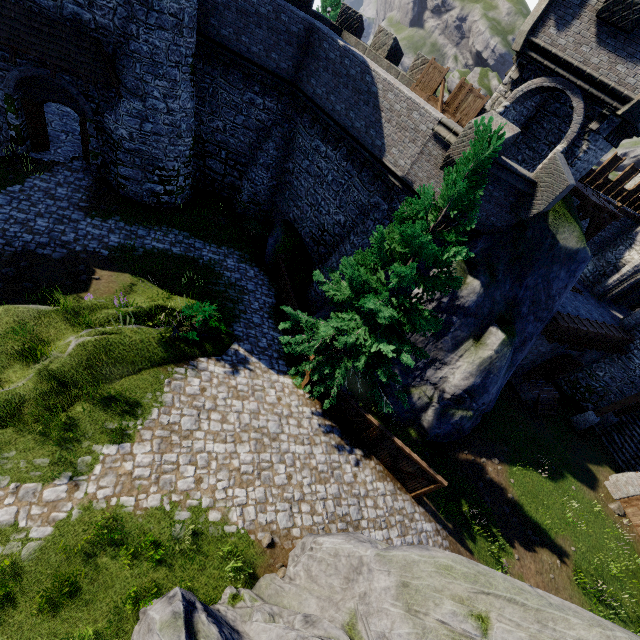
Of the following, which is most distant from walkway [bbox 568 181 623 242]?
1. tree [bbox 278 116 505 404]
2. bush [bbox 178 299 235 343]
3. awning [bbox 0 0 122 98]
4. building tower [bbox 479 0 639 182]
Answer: awning [bbox 0 0 122 98]

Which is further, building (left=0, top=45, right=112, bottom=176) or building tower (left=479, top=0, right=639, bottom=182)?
building (left=0, top=45, right=112, bottom=176)

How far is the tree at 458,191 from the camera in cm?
867

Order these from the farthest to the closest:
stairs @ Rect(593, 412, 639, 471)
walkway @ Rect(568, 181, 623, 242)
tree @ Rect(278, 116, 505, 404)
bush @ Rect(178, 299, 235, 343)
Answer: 1. stairs @ Rect(593, 412, 639, 471)
2. walkway @ Rect(568, 181, 623, 242)
3. bush @ Rect(178, 299, 235, 343)
4. tree @ Rect(278, 116, 505, 404)

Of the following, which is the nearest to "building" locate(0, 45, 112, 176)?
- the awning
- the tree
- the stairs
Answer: the awning

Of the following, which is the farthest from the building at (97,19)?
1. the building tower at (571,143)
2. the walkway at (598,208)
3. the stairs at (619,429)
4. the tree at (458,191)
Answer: the stairs at (619,429)

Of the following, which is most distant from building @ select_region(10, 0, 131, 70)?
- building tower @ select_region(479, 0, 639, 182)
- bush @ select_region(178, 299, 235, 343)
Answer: building tower @ select_region(479, 0, 639, 182)

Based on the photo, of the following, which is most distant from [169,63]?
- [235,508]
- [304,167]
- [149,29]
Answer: [235,508]
